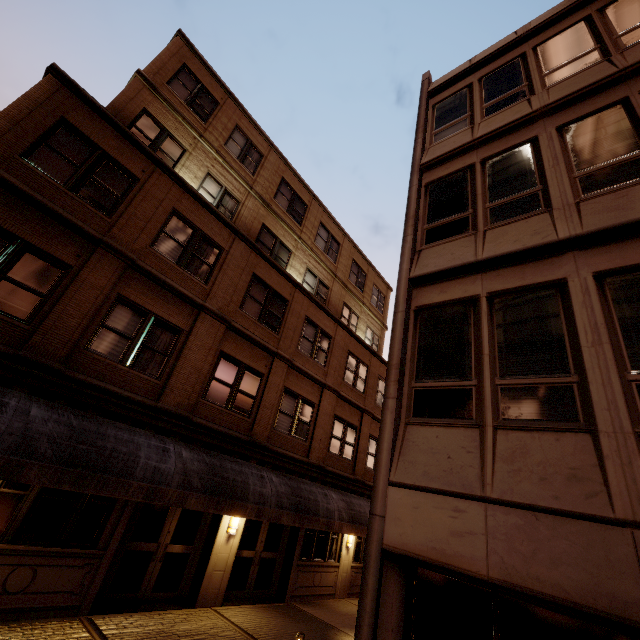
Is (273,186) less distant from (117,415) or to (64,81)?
(64,81)
